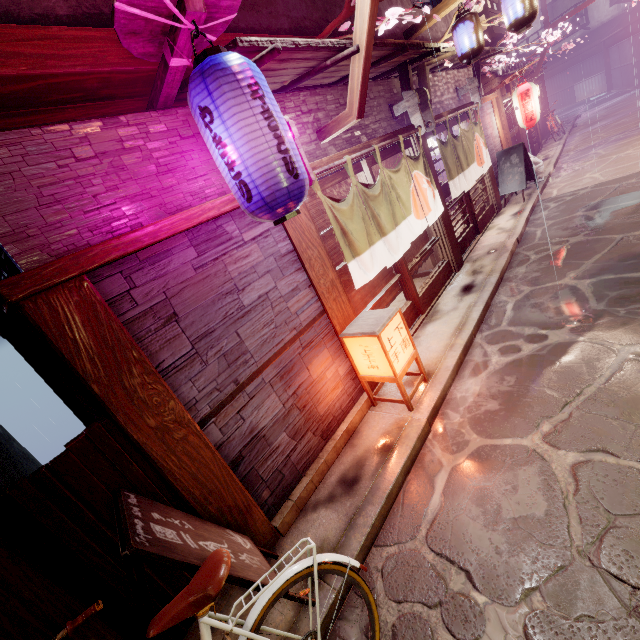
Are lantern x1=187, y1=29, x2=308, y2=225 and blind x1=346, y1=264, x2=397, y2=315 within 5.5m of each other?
yes

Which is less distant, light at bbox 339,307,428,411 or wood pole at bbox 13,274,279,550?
wood pole at bbox 13,274,279,550

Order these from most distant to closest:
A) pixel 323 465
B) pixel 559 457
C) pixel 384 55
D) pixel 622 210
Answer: pixel 622 210 < pixel 384 55 < pixel 323 465 < pixel 559 457

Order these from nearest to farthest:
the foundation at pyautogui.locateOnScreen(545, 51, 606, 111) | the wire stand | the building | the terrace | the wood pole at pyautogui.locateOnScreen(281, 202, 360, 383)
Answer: the wire stand → the wood pole at pyautogui.locateOnScreen(281, 202, 360, 383) → the building → the terrace → the foundation at pyautogui.locateOnScreen(545, 51, 606, 111)

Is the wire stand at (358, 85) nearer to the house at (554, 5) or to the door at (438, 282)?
the door at (438, 282)

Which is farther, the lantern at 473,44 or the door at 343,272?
the lantern at 473,44

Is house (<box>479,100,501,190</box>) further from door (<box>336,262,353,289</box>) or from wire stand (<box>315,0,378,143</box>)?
wire stand (<box>315,0,378,143</box>)

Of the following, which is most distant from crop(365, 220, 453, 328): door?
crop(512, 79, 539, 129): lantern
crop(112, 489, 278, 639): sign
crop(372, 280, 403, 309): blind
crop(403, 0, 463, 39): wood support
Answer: crop(512, 79, 539, 129): lantern
